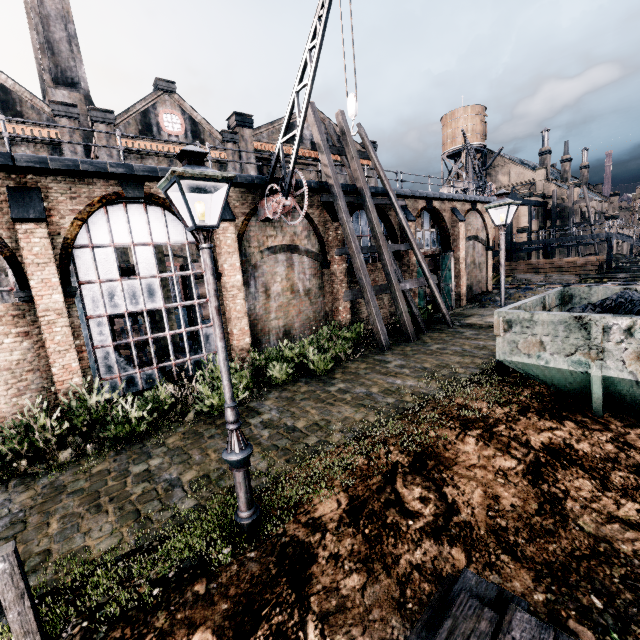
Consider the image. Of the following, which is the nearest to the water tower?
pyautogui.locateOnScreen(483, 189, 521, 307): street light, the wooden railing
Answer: pyautogui.locateOnScreen(483, 189, 521, 307): street light

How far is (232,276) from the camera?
13.3m

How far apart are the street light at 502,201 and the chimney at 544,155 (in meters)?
60.26

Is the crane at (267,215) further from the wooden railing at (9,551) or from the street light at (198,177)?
the wooden railing at (9,551)

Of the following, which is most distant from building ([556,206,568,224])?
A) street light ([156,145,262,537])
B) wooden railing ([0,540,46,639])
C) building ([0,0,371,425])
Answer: wooden railing ([0,540,46,639])

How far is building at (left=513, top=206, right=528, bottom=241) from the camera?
42.71m

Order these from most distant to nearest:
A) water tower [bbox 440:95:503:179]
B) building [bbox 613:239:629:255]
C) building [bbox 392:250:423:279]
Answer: water tower [bbox 440:95:503:179]
building [bbox 613:239:629:255]
building [bbox 392:250:423:279]

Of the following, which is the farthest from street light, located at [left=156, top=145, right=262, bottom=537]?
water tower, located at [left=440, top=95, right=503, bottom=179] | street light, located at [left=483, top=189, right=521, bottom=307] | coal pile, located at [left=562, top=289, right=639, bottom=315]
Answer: water tower, located at [left=440, top=95, right=503, bottom=179]
